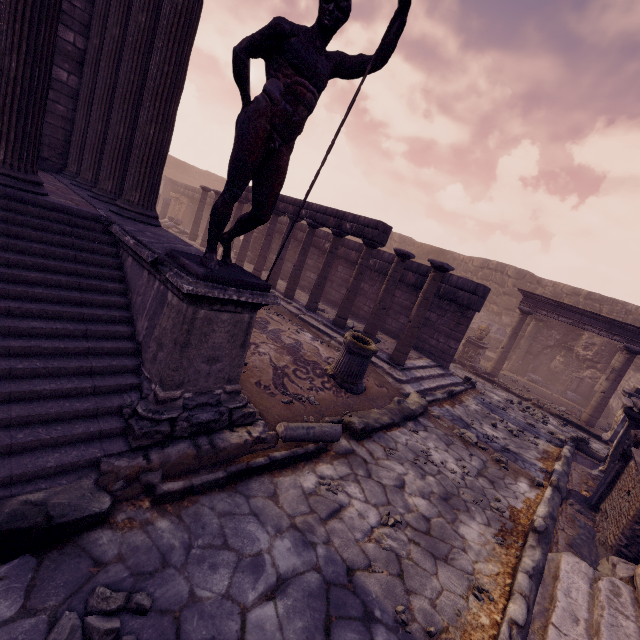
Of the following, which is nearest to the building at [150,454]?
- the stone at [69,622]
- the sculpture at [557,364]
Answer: the stone at [69,622]

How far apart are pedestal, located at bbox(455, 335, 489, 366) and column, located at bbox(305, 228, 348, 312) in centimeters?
728cm

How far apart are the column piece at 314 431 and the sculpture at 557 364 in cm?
1560

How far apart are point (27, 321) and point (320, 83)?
3.3 meters

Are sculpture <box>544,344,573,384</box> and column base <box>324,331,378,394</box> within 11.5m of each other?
no

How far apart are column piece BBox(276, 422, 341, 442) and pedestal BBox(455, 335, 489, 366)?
10.7m

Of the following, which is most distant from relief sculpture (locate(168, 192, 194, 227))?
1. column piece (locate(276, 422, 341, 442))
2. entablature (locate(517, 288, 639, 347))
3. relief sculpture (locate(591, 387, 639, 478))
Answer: column piece (locate(276, 422, 341, 442))

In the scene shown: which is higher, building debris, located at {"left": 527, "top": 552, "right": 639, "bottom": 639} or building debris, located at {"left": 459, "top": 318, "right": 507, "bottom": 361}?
building debris, located at {"left": 459, "top": 318, "right": 507, "bottom": 361}
